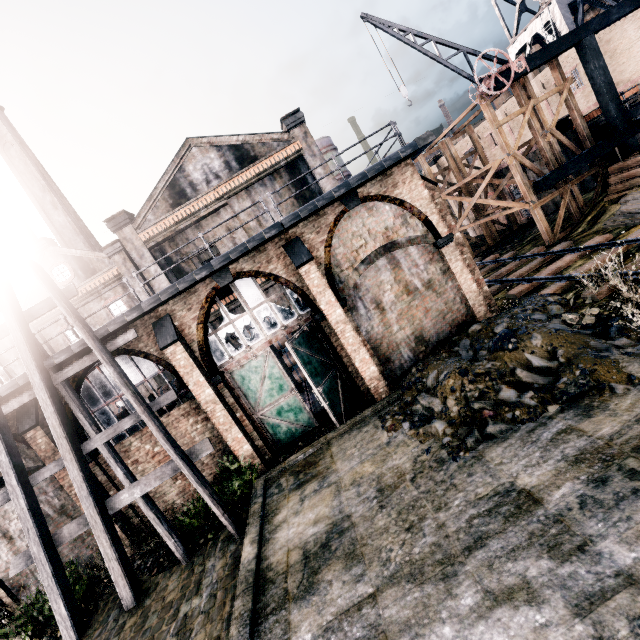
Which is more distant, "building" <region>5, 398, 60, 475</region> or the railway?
the railway

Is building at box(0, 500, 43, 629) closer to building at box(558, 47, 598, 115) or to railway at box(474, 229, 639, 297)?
railway at box(474, 229, 639, 297)

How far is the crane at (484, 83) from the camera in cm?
1661

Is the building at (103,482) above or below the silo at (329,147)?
below

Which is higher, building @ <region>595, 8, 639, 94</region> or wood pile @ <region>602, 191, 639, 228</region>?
building @ <region>595, 8, 639, 94</region>

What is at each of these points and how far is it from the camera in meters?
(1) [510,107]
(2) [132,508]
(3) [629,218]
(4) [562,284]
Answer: (1) building, 30.8
(2) building, 13.4
(3) wood pile, 15.5
(4) railway, 13.1

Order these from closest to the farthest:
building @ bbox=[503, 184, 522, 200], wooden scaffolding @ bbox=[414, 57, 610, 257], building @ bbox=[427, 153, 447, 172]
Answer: wooden scaffolding @ bbox=[414, 57, 610, 257]
building @ bbox=[503, 184, 522, 200]
building @ bbox=[427, 153, 447, 172]

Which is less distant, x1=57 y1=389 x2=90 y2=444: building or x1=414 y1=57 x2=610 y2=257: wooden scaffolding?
x1=57 y1=389 x2=90 y2=444: building
